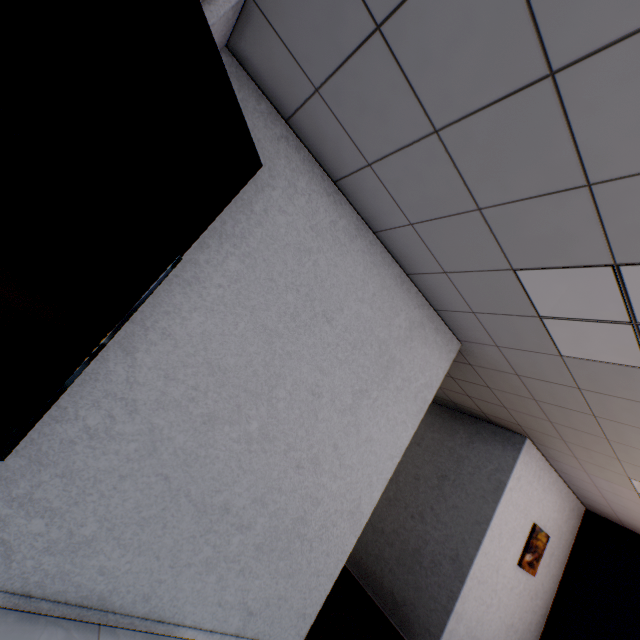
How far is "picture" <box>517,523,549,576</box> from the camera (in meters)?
4.67

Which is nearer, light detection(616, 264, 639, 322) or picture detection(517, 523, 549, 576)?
light detection(616, 264, 639, 322)

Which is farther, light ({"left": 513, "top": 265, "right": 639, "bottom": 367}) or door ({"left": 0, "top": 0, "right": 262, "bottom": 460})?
light ({"left": 513, "top": 265, "right": 639, "bottom": 367})

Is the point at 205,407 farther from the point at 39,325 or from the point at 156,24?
the point at 156,24

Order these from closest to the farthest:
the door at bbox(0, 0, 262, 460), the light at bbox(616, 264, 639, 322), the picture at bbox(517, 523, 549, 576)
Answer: the door at bbox(0, 0, 262, 460) < the light at bbox(616, 264, 639, 322) < the picture at bbox(517, 523, 549, 576)

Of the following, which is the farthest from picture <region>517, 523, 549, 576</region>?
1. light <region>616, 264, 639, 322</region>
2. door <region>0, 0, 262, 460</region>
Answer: door <region>0, 0, 262, 460</region>

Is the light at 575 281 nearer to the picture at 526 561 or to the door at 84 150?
the door at 84 150

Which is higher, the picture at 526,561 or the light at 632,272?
the light at 632,272
